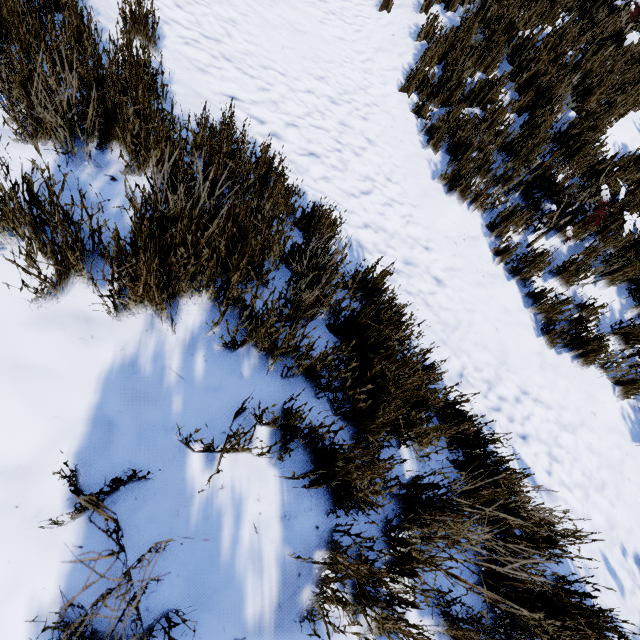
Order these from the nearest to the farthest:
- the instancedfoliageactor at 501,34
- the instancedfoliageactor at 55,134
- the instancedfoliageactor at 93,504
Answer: the instancedfoliageactor at 93,504 → the instancedfoliageactor at 55,134 → the instancedfoliageactor at 501,34

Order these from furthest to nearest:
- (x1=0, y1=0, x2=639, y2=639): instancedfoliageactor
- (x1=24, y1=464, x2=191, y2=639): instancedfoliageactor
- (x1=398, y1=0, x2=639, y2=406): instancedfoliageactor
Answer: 1. (x1=398, y1=0, x2=639, y2=406): instancedfoliageactor
2. (x1=0, y1=0, x2=639, y2=639): instancedfoliageactor
3. (x1=24, y1=464, x2=191, y2=639): instancedfoliageactor

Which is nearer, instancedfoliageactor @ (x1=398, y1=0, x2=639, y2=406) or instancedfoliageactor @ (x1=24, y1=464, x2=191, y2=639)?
instancedfoliageactor @ (x1=24, y1=464, x2=191, y2=639)

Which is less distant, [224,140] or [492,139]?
[224,140]

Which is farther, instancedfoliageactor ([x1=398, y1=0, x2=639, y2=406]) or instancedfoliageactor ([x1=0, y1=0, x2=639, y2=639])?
instancedfoliageactor ([x1=398, y1=0, x2=639, y2=406])

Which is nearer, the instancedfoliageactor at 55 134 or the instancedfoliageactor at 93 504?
the instancedfoliageactor at 93 504
